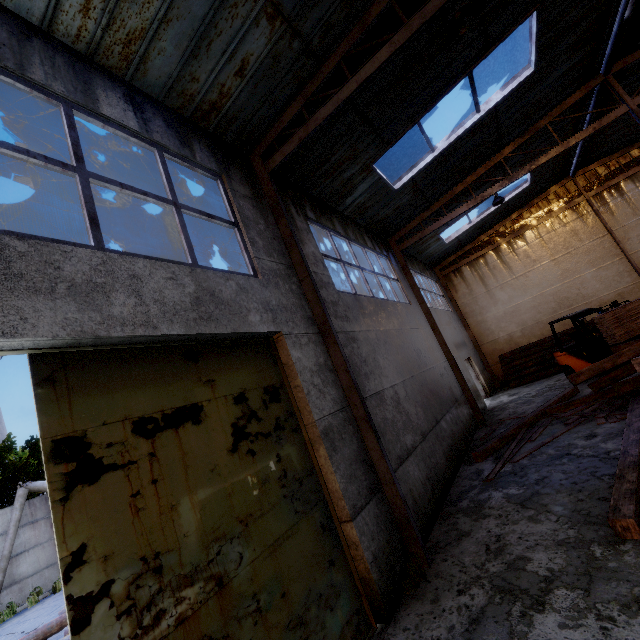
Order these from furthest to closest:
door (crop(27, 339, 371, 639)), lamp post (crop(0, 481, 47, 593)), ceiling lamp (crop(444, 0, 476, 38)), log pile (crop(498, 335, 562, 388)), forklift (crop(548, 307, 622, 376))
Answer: log pile (crop(498, 335, 562, 388))
lamp post (crop(0, 481, 47, 593))
forklift (crop(548, 307, 622, 376))
ceiling lamp (crop(444, 0, 476, 38))
door (crop(27, 339, 371, 639))

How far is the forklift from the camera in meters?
11.2

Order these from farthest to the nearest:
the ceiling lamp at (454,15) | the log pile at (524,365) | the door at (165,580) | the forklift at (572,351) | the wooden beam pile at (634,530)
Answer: the log pile at (524,365) → the forklift at (572,351) → the ceiling lamp at (454,15) → the wooden beam pile at (634,530) → the door at (165,580)

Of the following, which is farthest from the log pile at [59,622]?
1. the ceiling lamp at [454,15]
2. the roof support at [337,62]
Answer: the ceiling lamp at [454,15]

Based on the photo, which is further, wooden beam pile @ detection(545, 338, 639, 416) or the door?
wooden beam pile @ detection(545, 338, 639, 416)

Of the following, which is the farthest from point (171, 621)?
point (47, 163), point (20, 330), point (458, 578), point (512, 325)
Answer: point (512, 325)

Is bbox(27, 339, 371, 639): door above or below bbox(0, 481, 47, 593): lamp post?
below

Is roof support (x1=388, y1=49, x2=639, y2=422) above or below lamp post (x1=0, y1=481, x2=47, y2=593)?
above
